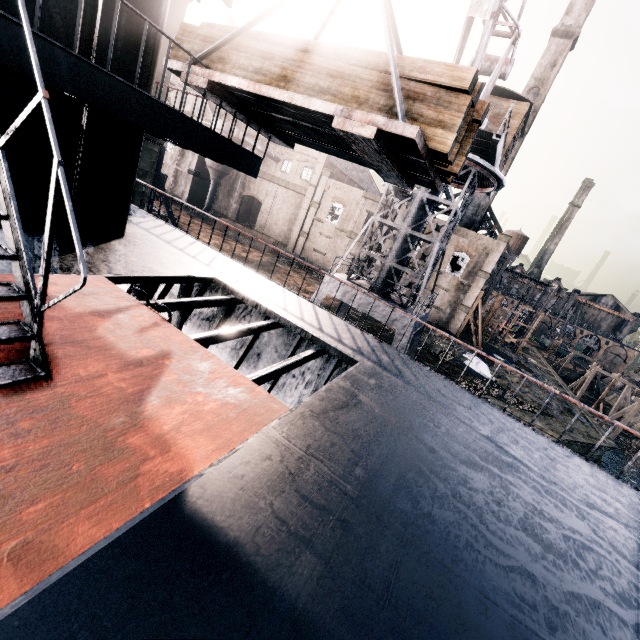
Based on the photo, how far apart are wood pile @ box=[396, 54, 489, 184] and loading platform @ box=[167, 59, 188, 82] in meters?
0.0

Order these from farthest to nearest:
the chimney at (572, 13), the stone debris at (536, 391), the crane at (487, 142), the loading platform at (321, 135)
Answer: the chimney at (572, 13)
the stone debris at (536, 391)
the crane at (487, 142)
the loading platform at (321, 135)

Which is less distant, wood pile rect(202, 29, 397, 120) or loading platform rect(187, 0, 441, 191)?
loading platform rect(187, 0, 441, 191)

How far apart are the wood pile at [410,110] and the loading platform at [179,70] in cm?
1

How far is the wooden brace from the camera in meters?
24.6

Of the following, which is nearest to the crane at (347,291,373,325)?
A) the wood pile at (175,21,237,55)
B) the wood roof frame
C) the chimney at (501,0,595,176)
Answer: the wood pile at (175,21,237,55)

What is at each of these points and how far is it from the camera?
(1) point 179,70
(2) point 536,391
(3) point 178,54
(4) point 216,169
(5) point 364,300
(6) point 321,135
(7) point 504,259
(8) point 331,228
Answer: (1) loading platform, 6.7m
(2) stone debris, 34.6m
(3) wood pile, 7.1m
(4) silo, 48.8m
(5) crane, 18.4m
(6) loading platform, 7.0m
(7) wood roof frame, 51.8m
(8) building, 45.8m

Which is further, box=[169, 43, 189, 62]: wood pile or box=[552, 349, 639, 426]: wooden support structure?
box=[552, 349, 639, 426]: wooden support structure
